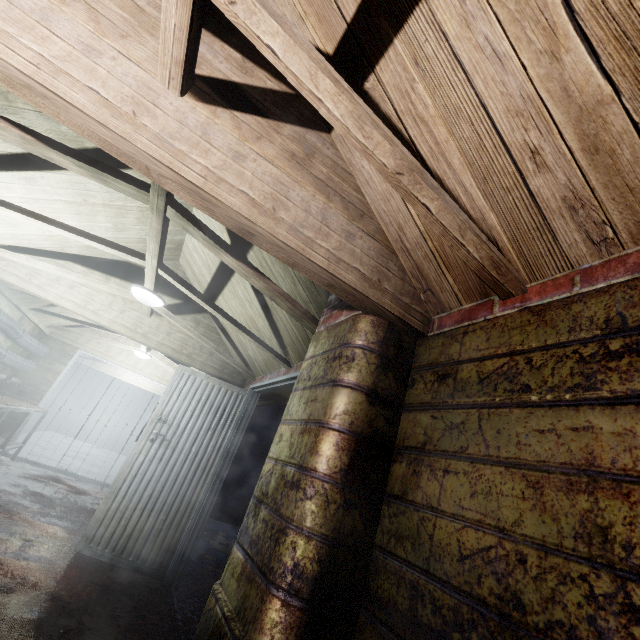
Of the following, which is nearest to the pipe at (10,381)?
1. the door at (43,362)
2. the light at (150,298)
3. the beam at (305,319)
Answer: the door at (43,362)

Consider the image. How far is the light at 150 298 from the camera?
3.0 meters

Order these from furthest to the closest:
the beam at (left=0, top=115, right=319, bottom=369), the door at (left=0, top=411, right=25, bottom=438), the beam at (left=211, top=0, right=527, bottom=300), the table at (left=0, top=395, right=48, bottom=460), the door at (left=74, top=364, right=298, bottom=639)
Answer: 1. the door at (left=0, top=411, right=25, bottom=438)
2. the table at (left=0, top=395, right=48, bottom=460)
3. the door at (left=74, top=364, right=298, bottom=639)
4. the beam at (left=0, top=115, right=319, bottom=369)
5. the beam at (left=211, top=0, right=527, bottom=300)

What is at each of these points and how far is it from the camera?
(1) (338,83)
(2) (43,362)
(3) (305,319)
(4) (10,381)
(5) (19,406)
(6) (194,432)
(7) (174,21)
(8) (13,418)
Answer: (1) beam, 1.0m
(2) door, 5.8m
(3) beam, 2.1m
(4) pipe, 5.2m
(5) table, 4.4m
(6) door, 3.5m
(7) beam, 1.0m
(8) door, 5.5m

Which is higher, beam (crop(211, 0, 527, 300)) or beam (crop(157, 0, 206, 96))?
beam (crop(157, 0, 206, 96))

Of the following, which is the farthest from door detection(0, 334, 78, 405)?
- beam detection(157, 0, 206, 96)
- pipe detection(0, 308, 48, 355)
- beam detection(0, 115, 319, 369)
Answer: beam detection(157, 0, 206, 96)

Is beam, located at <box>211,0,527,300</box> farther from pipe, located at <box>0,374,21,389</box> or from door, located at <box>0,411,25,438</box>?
door, located at <box>0,411,25,438</box>

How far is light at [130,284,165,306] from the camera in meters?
3.0 m
